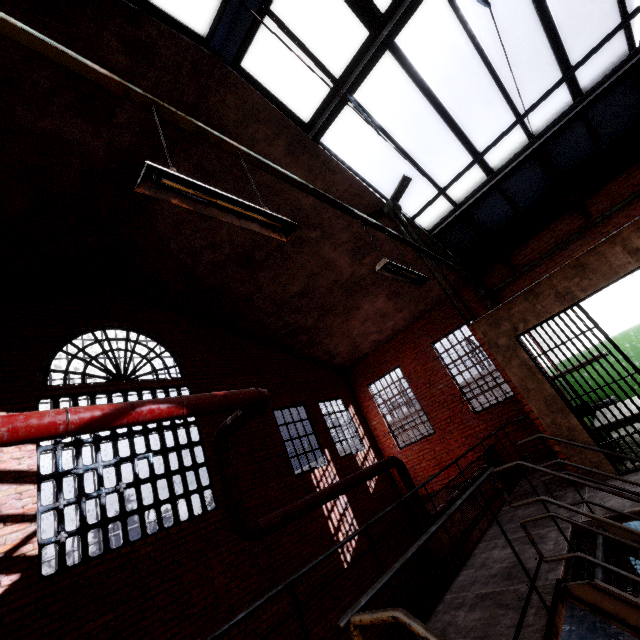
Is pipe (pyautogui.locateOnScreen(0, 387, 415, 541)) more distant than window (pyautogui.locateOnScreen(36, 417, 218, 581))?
No

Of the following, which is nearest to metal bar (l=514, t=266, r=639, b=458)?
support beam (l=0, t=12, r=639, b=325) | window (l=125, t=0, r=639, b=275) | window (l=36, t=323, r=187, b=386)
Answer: support beam (l=0, t=12, r=639, b=325)

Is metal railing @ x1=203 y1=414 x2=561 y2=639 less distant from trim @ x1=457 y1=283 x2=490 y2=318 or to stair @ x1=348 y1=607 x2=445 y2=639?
stair @ x1=348 y1=607 x2=445 y2=639

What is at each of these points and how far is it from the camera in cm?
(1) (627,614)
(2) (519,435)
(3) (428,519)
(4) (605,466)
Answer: (1) stair, 259
(2) trim, 890
(3) pipe, 581
(4) building, 477

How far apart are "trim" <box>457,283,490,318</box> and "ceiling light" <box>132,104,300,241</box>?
8.7m

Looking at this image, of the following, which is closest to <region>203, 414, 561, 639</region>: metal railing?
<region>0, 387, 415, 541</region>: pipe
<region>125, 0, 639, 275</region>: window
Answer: <region>0, 387, 415, 541</region>: pipe

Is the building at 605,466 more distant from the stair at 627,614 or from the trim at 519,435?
the trim at 519,435

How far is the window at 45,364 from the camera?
6.5 meters
